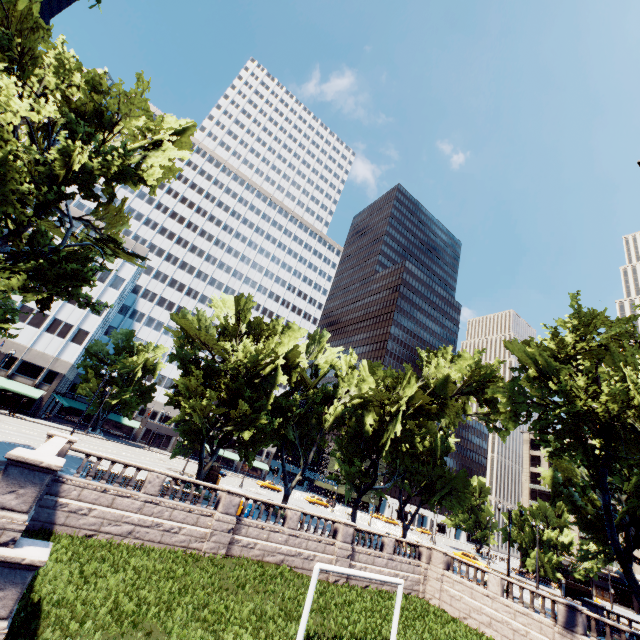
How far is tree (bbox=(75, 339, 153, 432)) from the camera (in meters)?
53.47

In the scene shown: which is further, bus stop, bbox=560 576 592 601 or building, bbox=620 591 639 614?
building, bbox=620 591 639 614

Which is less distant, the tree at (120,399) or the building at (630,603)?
the tree at (120,399)

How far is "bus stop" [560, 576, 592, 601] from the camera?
43.65m

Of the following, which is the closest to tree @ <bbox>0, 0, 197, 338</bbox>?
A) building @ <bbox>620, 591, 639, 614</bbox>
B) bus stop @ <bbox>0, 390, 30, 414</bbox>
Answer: bus stop @ <bbox>0, 390, 30, 414</bbox>

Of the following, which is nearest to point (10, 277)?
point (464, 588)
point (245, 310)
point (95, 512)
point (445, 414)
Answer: point (95, 512)

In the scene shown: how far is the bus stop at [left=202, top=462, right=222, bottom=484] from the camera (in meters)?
37.94

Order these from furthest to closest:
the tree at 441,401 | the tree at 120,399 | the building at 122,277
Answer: the building at 122,277, the tree at 120,399, the tree at 441,401
